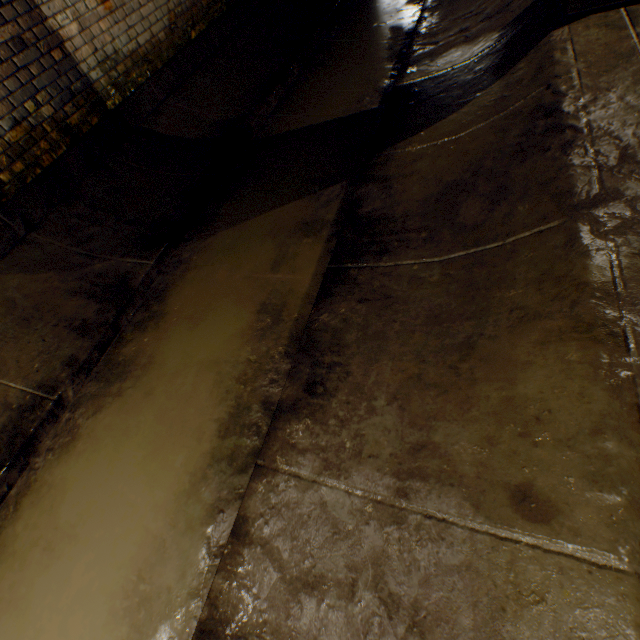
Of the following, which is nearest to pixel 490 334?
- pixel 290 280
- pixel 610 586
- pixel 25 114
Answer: pixel 610 586

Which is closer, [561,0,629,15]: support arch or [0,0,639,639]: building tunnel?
[0,0,639,639]: building tunnel

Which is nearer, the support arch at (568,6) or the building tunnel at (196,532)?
the building tunnel at (196,532)
